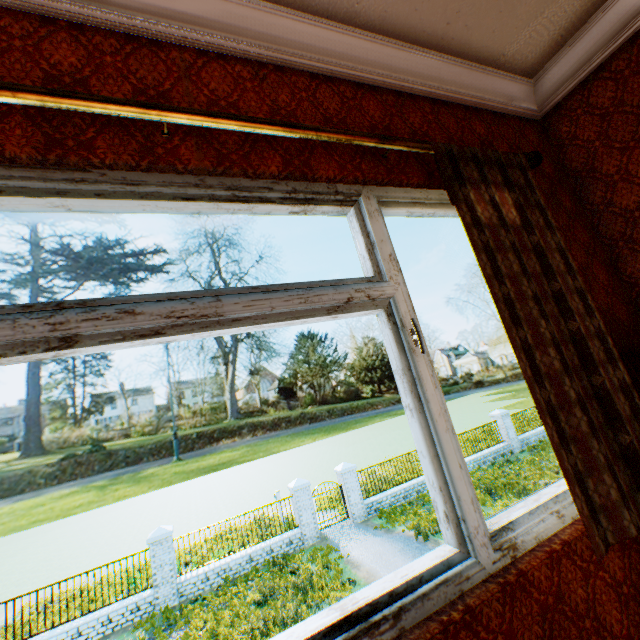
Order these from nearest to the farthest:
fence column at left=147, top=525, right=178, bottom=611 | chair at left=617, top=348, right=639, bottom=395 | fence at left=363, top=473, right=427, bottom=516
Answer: chair at left=617, top=348, right=639, bottom=395 → fence column at left=147, top=525, right=178, bottom=611 → fence at left=363, top=473, right=427, bottom=516

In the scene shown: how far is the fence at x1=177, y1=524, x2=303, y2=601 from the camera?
11.8 meters

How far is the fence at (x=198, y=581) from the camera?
11.8m

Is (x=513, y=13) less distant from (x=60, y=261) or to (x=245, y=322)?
(x=245, y=322)

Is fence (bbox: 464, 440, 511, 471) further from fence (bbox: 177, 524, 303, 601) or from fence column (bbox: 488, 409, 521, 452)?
fence (bbox: 177, 524, 303, 601)

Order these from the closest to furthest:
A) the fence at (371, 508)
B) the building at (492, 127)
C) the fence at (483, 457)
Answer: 1. the building at (492, 127)
2. the fence at (371, 508)
3. the fence at (483, 457)

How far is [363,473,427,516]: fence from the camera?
15.05m

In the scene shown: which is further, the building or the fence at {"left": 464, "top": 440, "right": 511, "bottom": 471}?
the fence at {"left": 464, "top": 440, "right": 511, "bottom": 471}
